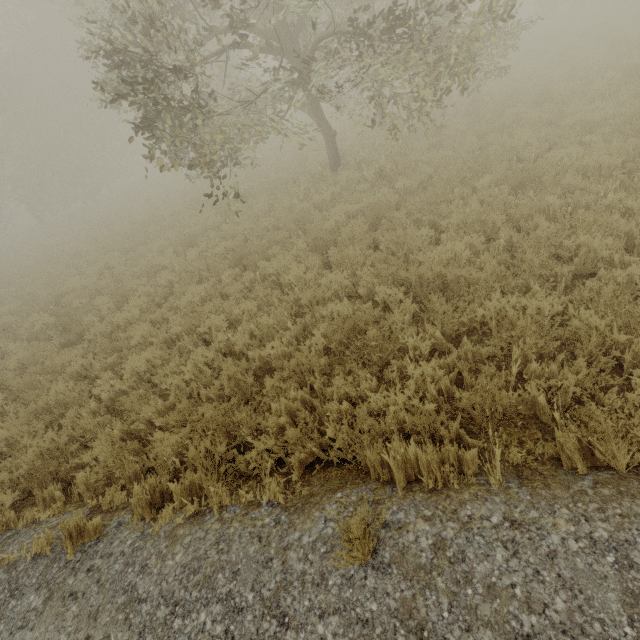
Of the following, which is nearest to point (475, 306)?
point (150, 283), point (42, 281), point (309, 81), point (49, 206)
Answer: point (150, 283)
